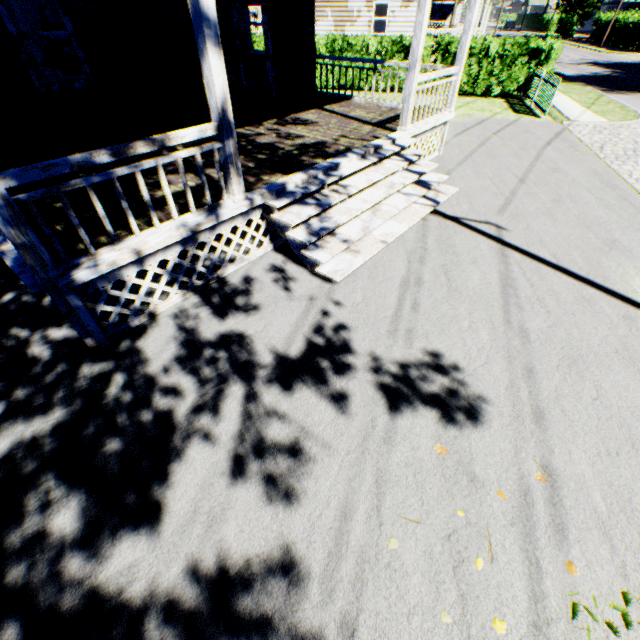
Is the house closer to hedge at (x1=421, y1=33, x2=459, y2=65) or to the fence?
hedge at (x1=421, y1=33, x2=459, y2=65)

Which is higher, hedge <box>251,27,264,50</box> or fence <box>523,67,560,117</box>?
hedge <box>251,27,264,50</box>

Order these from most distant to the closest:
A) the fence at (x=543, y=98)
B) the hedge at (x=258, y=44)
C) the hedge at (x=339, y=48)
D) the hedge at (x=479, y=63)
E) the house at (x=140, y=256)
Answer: the hedge at (x=258, y=44)
the hedge at (x=339, y=48)
the hedge at (x=479, y=63)
the fence at (x=543, y=98)
the house at (x=140, y=256)

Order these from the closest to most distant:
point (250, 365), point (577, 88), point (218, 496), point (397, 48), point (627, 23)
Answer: point (218, 496)
point (250, 365)
point (397, 48)
point (577, 88)
point (627, 23)

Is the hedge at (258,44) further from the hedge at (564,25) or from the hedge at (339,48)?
the hedge at (564,25)

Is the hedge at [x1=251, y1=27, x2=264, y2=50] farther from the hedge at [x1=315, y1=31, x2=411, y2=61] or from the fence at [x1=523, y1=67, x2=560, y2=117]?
the fence at [x1=523, y1=67, x2=560, y2=117]

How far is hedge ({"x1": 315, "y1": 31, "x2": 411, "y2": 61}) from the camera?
15.3 meters

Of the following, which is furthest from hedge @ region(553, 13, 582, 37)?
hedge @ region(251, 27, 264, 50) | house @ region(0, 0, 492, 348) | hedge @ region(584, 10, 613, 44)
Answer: house @ region(0, 0, 492, 348)
